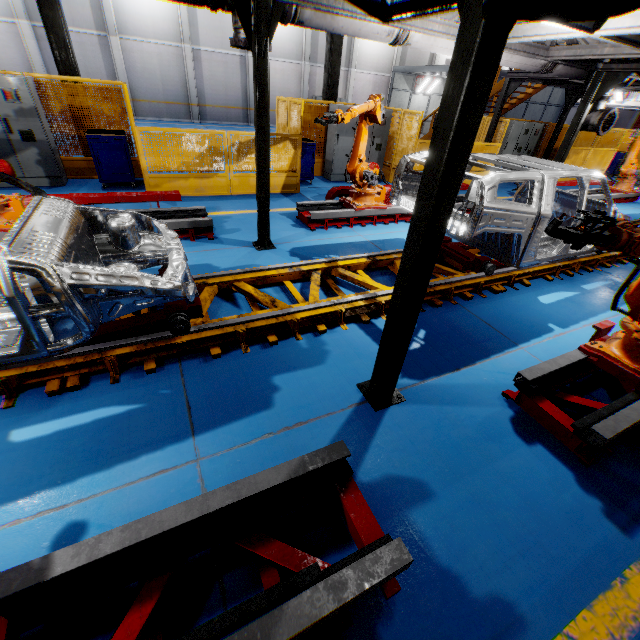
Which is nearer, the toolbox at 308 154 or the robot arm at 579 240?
the robot arm at 579 240

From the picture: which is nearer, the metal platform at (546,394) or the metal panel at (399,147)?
the metal platform at (546,394)

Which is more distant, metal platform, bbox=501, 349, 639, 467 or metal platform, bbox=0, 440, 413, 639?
metal platform, bbox=501, 349, 639, 467

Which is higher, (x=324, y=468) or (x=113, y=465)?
(x=324, y=468)

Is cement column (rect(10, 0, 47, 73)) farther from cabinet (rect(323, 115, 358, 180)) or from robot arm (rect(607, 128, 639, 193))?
robot arm (rect(607, 128, 639, 193))

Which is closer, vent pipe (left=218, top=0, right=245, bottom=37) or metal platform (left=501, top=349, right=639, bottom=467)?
metal platform (left=501, top=349, right=639, bottom=467)

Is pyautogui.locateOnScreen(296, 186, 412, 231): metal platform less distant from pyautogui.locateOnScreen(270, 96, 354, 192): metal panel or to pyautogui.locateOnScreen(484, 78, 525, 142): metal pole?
pyautogui.locateOnScreen(270, 96, 354, 192): metal panel

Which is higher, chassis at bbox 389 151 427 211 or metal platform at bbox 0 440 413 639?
chassis at bbox 389 151 427 211
